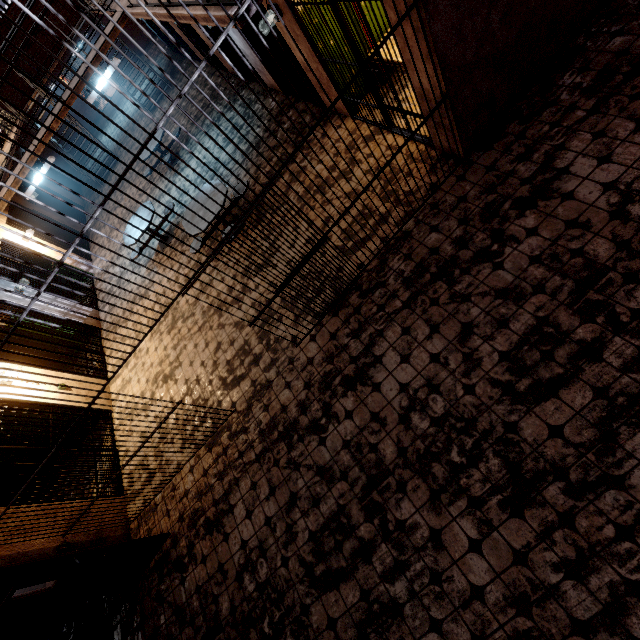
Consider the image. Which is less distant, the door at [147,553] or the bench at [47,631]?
the door at [147,553]

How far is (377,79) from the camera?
3.09m

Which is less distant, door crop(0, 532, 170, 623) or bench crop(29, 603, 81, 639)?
door crop(0, 532, 170, 623)
